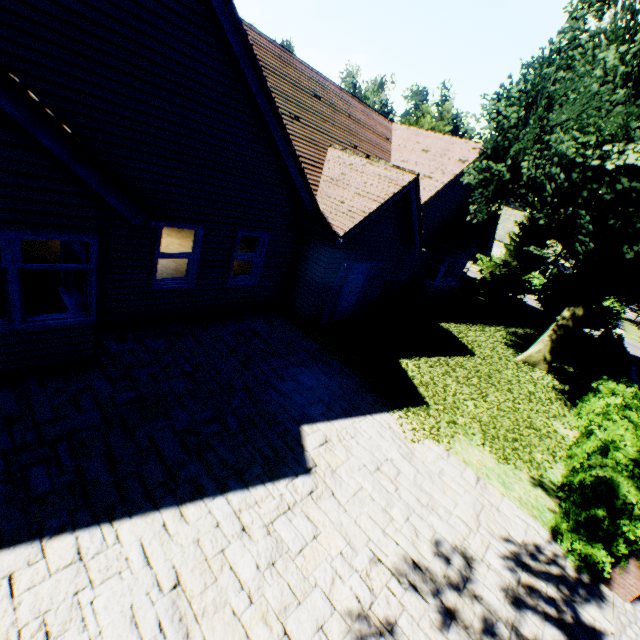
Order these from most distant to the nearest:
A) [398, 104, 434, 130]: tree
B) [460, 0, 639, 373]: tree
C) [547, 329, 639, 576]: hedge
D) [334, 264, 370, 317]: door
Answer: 1. [398, 104, 434, 130]: tree
2. [334, 264, 370, 317]: door
3. [460, 0, 639, 373]: tree
4. [547, 329, 639, 576]: hedge

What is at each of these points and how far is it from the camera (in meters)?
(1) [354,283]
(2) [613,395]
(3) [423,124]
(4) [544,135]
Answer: (1) door, 11.52
(2) hedge, 8.84
(3) tree, 23.45
(4) tree, 8.02

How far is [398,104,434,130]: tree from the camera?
23.16m

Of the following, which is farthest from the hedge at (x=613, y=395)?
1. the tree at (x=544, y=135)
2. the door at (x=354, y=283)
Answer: the door at (x=354, y=283)

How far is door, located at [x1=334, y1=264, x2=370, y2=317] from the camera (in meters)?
11.23

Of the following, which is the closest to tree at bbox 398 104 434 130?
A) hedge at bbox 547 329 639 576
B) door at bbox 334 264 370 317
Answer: hedge at bbox 547 329 639 576

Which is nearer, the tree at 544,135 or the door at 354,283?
the tree at 544,135
